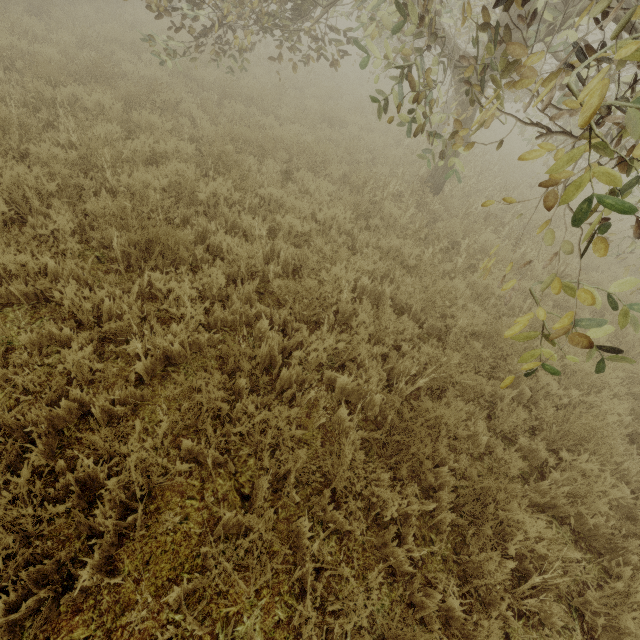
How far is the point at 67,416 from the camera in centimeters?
256cm
